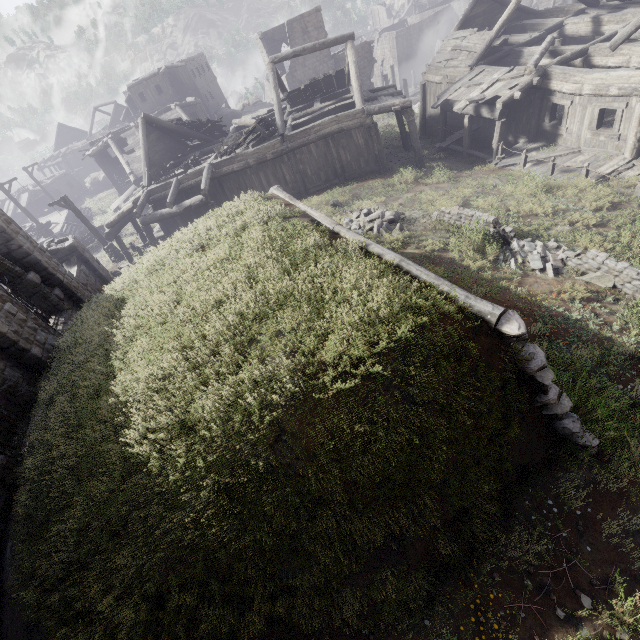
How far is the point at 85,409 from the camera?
4.8m

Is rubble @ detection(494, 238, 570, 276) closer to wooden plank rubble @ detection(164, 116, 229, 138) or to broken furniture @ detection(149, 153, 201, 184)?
broken furniture @ detection(149, 153, 201, 184)

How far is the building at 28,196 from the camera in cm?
4169

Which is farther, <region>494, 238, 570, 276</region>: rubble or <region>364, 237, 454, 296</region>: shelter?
<region>494, 238, 570, 276</region>: rubble

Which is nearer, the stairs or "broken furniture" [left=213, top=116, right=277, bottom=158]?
"broken furniture" [left=213, top=116, right=277, bottom=158]

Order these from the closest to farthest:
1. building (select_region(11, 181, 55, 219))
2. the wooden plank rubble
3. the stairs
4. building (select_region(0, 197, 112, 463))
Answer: building (select_region(0, 197, 112, 463))
the wooden plank rubble
the stairs
building (select_region(11, 181, 55, 219))

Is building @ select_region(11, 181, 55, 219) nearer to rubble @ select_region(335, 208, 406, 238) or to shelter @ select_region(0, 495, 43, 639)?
shelter @ select_region(0, 495, 43, 639)

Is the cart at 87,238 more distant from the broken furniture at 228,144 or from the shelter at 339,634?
the shelter at 339,634
